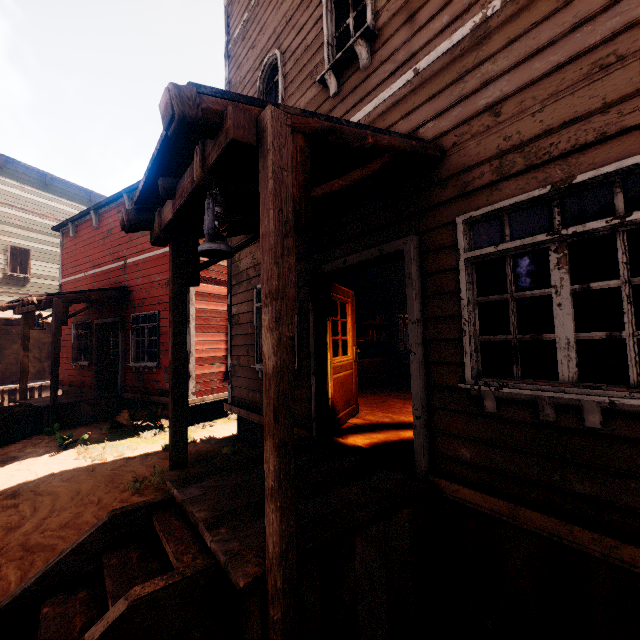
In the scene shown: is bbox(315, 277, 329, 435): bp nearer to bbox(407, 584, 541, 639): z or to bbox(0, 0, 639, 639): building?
bbox(0, 0, 639, 639): building

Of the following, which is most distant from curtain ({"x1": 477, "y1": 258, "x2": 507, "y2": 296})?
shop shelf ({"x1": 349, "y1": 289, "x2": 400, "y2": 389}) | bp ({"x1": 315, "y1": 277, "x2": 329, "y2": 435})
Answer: shop shelf ({"x1": 349, "y1": 289, "x2": 400, "y2": 389})

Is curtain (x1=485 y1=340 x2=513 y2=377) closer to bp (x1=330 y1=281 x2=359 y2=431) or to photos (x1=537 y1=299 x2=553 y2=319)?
bp (x1=330 y1=281 x2=359 y2=431)

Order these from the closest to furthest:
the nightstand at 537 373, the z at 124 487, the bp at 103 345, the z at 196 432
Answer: the z at 124 487
the z at 196 432
the nightstand at 537 373
the bp at 103 345

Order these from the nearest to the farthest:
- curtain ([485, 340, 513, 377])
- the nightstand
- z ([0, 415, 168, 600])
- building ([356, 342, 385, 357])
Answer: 1. curtain ([485, 340, 513, 377])
2. z ([0, 415, 168, 600])
3. the nightstand
4. building ([356, 342, 385, 357])

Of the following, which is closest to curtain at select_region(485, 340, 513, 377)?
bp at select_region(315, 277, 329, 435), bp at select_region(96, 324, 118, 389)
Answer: bp at select_region(315, 277, 329, 435)

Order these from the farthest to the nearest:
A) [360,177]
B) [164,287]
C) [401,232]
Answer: [164,287]
[401,232]
[360,177]

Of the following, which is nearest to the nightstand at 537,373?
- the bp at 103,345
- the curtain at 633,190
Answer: the curtain at 633,190
